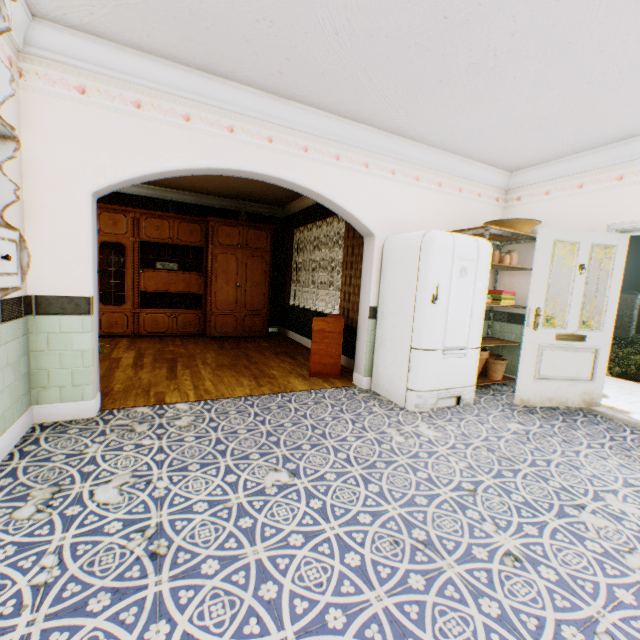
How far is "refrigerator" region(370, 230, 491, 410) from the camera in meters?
3.5

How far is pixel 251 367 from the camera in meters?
5.0 m

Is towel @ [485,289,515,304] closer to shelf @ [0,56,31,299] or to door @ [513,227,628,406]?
door @ [513,227,628,406]

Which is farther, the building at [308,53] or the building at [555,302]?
the building at [555,302]

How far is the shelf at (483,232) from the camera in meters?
4.1 m

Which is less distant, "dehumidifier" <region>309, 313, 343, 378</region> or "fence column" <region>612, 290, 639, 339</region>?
"dehumidifier" <region>309, 313, 343, 378</region>

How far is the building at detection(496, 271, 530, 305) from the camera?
4.71m

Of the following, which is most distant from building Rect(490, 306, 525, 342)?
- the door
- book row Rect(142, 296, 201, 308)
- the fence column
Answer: the fence column
